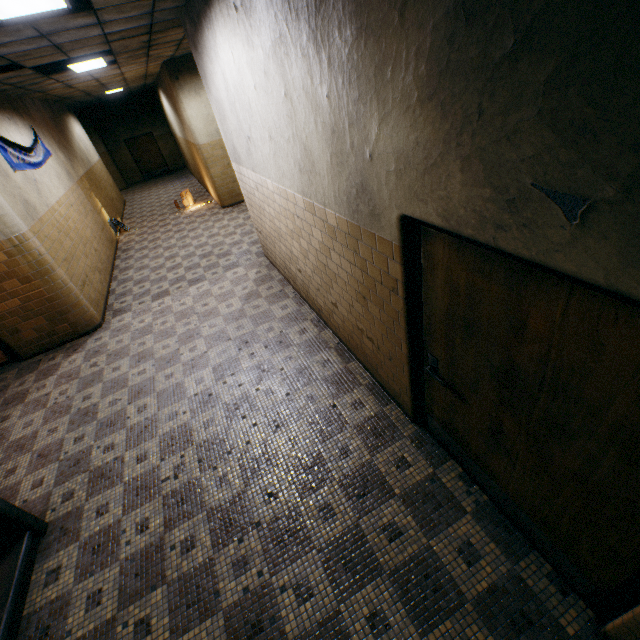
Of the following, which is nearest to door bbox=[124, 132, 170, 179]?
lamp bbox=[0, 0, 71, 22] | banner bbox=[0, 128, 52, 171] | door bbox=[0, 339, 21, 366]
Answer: banner bbox=[0, 128, 52, 171]

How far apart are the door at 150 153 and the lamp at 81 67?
13.6m

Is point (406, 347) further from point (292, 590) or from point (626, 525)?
point (292, 590)

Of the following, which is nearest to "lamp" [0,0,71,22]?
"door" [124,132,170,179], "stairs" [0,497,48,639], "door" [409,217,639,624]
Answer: "stairs" [0,497,48,639]

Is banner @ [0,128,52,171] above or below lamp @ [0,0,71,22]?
below

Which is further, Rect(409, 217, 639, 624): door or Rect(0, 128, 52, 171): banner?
Rect(0, 128, 52, 171): banner

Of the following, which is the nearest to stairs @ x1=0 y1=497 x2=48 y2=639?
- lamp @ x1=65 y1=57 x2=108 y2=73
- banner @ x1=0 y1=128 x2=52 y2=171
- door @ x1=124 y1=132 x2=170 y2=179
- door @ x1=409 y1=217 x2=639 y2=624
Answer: banner @ x1=0 y1=128 x2=52 y2=171

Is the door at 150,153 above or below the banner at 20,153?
below
